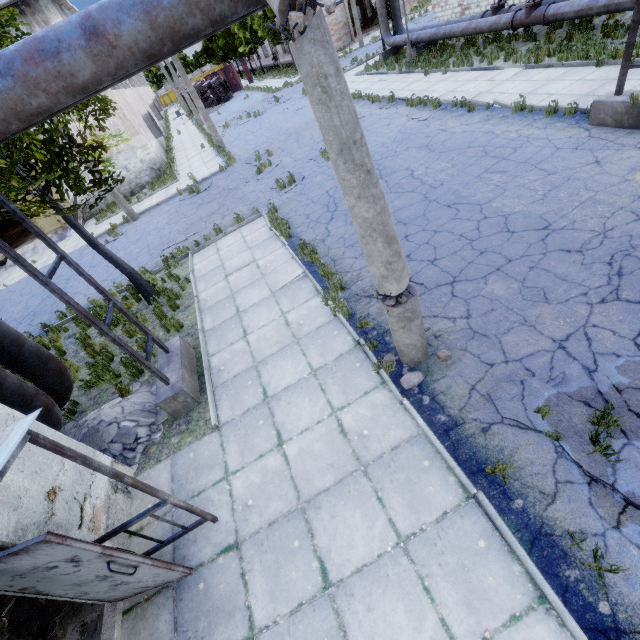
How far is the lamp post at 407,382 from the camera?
5.08m

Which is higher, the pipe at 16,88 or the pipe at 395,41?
the pipe at 16,88

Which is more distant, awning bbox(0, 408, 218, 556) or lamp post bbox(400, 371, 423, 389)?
lamp post bbox(400, 371, 423, 389)

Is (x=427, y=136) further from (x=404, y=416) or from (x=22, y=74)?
(x=22, y=74)

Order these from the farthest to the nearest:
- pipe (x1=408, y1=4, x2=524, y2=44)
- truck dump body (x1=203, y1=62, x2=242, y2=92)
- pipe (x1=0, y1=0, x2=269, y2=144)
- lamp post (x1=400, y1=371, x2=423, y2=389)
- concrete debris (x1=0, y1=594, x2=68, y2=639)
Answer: truck dump body (x1=203, y1=62, x2=242, y2=92) → pipe (x1=408, y1=4, x2=524, y2=44) → lamp post (x1=400, y1=371, x2=423, y2=389) → concrete debris (x1=0, y1=594, x2=68, y2=639) → pipe (x1=0, y1=0, x2=269, y2=144)

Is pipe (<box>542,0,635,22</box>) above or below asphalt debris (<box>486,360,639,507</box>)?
above

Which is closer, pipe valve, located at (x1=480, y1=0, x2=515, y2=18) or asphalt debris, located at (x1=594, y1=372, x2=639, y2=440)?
asphalt debris, located at (x1=594, y1=372, x2=639, y2=440)

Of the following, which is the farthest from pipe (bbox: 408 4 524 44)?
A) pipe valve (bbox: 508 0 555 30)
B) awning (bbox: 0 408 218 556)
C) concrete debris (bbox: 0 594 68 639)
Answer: concrete debris (bbox: 0 594 68 639)
